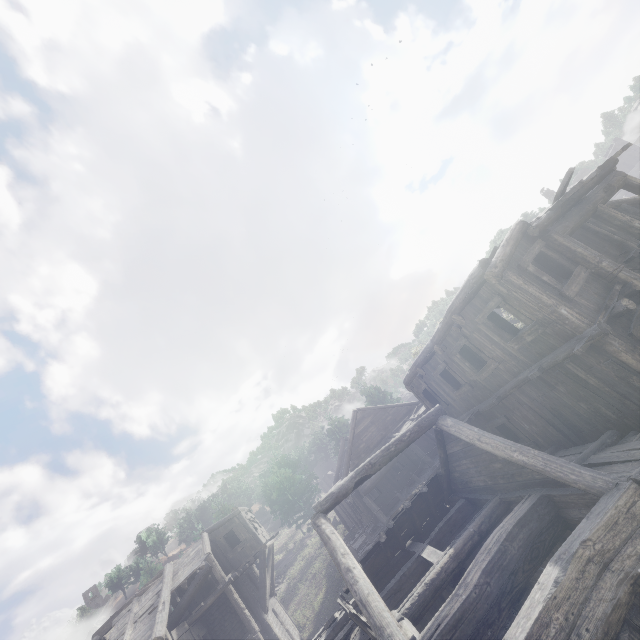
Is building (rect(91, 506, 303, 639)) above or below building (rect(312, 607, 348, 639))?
above

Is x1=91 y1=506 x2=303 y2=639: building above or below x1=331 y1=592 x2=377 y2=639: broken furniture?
above

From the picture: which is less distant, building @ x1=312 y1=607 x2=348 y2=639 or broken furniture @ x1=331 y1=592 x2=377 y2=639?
broken furniture @ x1=331 y1=592 x2=377 y2=639

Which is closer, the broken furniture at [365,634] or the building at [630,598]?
the building at [630,598]

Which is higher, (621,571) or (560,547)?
(560,547)

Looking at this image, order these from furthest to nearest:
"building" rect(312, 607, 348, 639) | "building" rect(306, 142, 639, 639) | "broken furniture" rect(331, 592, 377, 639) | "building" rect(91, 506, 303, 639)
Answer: "building" rect(91, 506, 303, 639)
"building" rect(312, 607, 348, 639)
"broken furniture" rect(331, 592, 377, 639)
"building" rect(306, 142, 639, 639)

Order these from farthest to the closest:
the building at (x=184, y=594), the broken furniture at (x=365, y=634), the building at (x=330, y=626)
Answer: the building at (x=184, y=594) → the building at (x=330, y=626) → the broken furniture at (x=365, y=634)
